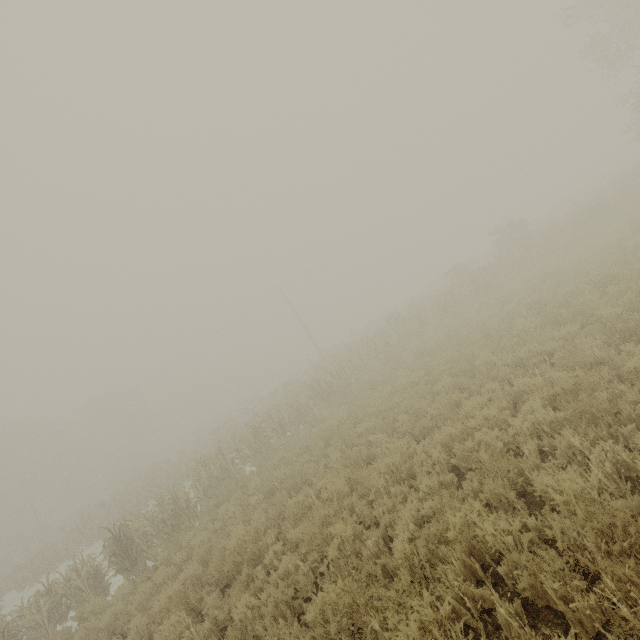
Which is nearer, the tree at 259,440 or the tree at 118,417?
the tree at 259,440

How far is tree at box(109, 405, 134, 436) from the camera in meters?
58.1 m

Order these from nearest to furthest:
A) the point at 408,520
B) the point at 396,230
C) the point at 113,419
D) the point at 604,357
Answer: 1. the point at 408,520
2. the point at 604,357
3. the point at 396,230
4. the point at 113,419

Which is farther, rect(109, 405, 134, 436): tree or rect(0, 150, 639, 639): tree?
rect(109, 405, 134, 436): tree

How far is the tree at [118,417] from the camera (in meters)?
58.09
